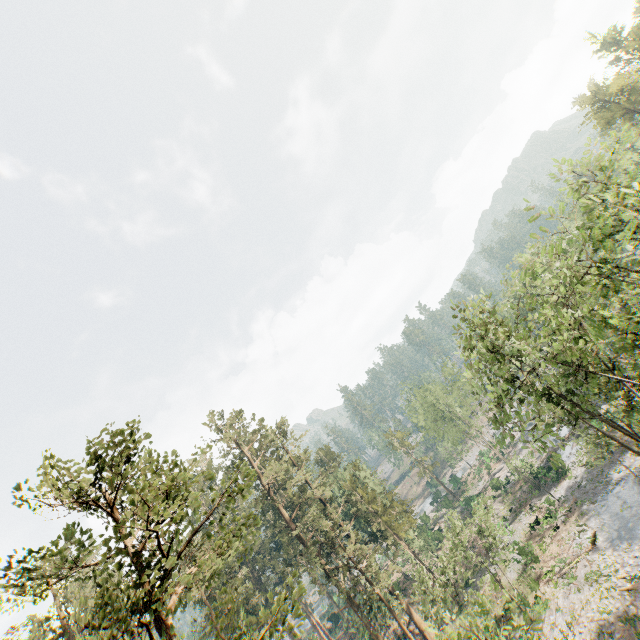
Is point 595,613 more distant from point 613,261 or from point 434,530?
point 434,530

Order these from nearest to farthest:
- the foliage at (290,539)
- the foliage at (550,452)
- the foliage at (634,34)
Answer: the foliage at (290,539), the foliage at (550,452), the foliage at (634,34)

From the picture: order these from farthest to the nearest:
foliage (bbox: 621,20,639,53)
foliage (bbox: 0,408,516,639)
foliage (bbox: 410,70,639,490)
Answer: foliage (bbox: 621,20,639,53), foliage (bbox: 410,70,639,490), foliage (bbox: 0,408,516,639)

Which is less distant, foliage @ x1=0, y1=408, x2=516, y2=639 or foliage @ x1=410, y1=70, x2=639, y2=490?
foliage @ x1=0, y1=408, x2=516, y2=639

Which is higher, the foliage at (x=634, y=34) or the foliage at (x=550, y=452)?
the foliage at (x=634, y=34)

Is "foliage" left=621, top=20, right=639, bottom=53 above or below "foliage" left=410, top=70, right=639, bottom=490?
above
